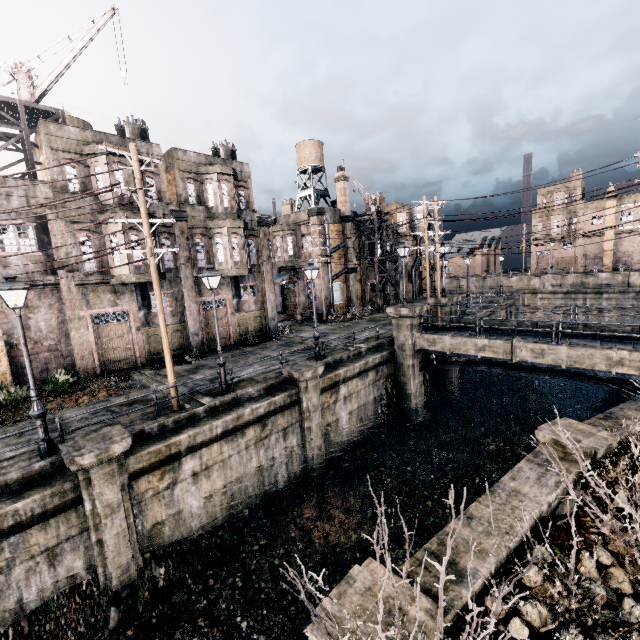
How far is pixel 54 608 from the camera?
9.3 meters

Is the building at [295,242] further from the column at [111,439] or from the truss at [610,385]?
the column at [111,439]

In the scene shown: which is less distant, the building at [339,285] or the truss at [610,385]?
the truss at [610,385]

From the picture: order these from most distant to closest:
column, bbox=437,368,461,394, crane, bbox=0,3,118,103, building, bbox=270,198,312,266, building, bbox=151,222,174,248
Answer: building, bbox=270,198,312,266 < column, bbox=437,368,461,394 < building, bbox=151,222,174,248 < crane, bbox=0,3,118,103

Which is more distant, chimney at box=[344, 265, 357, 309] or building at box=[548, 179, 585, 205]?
building at box=[548, 179, 585, 205]

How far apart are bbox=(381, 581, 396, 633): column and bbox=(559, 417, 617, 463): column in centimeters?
635cm

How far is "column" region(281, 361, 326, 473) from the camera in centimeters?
1590cm

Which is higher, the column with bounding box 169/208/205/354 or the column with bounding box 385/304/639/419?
the column with bounding box 169/208/205/354
